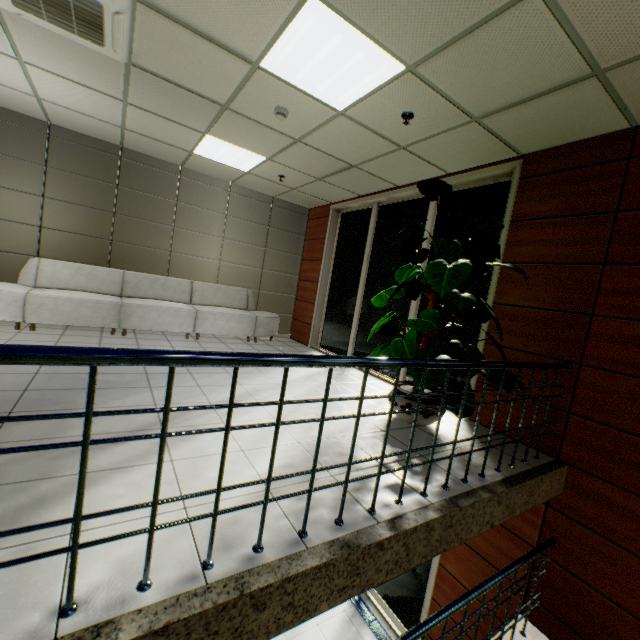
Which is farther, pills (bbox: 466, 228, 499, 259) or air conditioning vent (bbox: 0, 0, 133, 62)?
pills (bbox: 466, 228, 499, 259)

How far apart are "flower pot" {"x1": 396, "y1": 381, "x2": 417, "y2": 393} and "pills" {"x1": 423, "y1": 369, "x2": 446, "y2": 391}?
0.40m

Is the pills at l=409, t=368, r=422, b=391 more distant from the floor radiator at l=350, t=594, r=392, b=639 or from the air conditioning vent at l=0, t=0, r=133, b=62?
the floor radiator at l=350, t=594, r=392, b=639

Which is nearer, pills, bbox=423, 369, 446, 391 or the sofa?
pills, bbox=423, 369, 446, 391

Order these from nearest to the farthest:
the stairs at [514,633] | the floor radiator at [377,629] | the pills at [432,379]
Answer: the stairs at [514,633] < the pills at [432,379] < the floor radiator at [377,629]

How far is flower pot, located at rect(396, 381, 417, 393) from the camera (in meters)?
3.55

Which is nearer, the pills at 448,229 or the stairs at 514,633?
the stairs at 514,633

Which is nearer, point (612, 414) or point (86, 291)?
point (612, 414)
